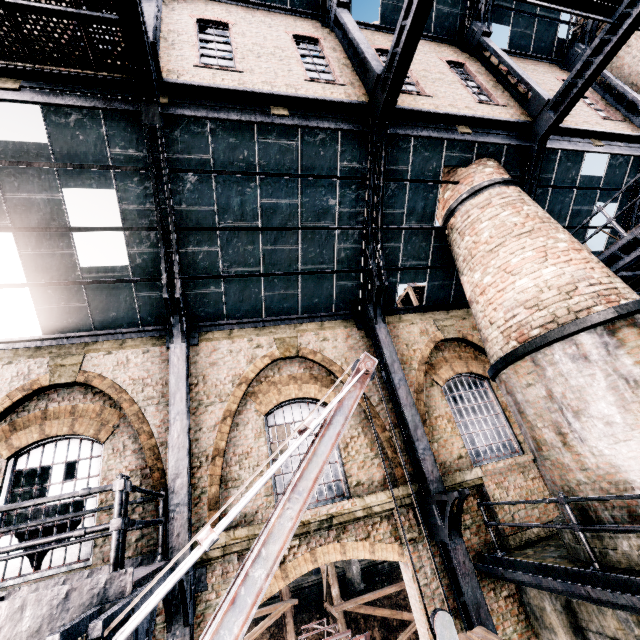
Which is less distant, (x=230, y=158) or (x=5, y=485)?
(x=5, y=485)

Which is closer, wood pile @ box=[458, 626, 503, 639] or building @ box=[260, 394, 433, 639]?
wood pile @ box=[458, 626, 503, 639]

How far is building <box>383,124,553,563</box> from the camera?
9.5 meters

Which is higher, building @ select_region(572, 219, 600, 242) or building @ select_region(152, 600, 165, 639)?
building @ select_region(572, 219, 600, 242)

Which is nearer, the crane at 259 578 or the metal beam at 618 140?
the crane at 259 578

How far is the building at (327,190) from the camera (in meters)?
8.34

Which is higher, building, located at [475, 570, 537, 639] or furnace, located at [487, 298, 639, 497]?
furnace, located at [487, 298, 639, 497]

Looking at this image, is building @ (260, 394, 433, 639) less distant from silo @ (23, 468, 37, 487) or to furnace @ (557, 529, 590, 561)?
silo @ (23, 468, 37, 487)
